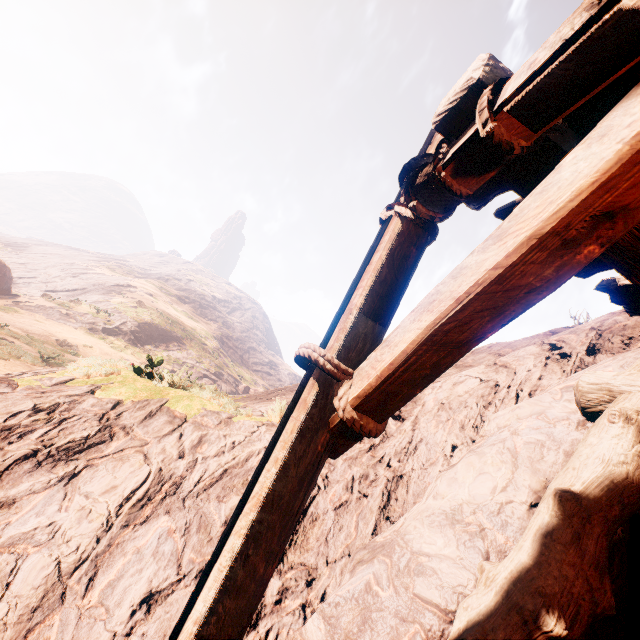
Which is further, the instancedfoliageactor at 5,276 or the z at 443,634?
the instancedfoliageactor at 5,276

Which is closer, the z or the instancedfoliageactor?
the z

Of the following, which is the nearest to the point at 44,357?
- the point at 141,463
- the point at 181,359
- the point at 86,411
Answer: the point at 86,411
